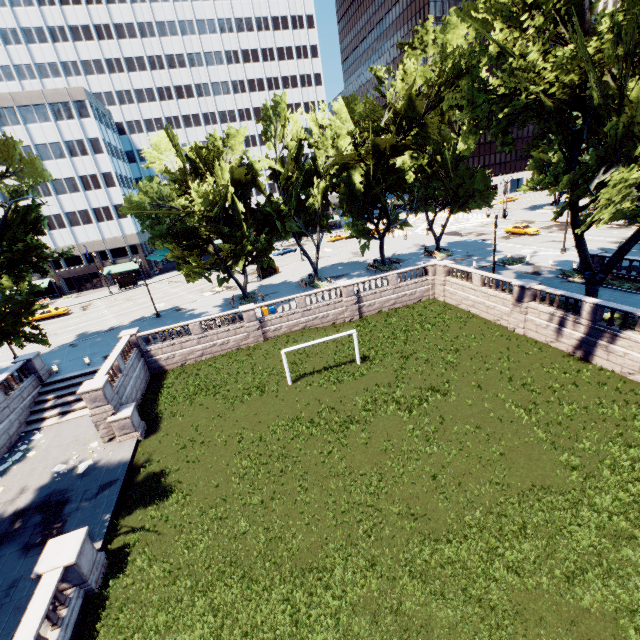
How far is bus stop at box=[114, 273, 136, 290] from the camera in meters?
57.6 m

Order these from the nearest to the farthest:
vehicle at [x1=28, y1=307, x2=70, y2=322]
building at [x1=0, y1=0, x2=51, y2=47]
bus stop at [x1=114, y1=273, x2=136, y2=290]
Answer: vehicle at [x1=28, y1=307, x2=70, y2=322], bus stop at [x1=114, y1=273, x2=136, y2=290], building at [x1=0, y1=0, x2=51, y2=47]

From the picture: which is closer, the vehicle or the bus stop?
the vehicle

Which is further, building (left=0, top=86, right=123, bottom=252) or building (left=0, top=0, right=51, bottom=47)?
building (left=0, top=0, right=51, bottom=47)

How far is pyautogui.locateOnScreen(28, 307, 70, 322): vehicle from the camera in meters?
46.7

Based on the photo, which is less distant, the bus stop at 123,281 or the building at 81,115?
the building at 81,115

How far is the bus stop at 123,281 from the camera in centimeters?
5759cm

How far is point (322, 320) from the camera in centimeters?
3294cm
